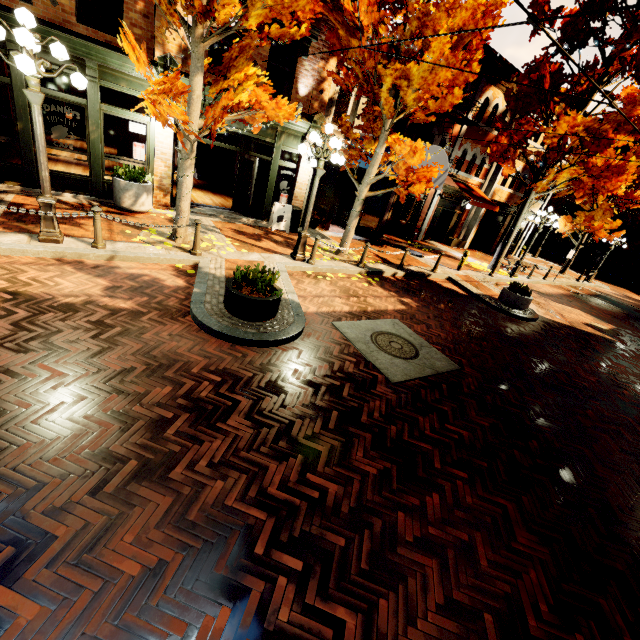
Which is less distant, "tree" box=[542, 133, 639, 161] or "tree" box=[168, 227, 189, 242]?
"tree" box=[168, 227, 189, 242]

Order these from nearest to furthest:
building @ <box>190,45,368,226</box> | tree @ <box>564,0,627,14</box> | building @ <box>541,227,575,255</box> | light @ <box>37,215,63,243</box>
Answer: light @ <box>37,215,63,243</box> → building @ <box>190,45,368,226</box> → tree @ <box>564,0,627,14</box> → building @ <box>541,227,575,255</box>

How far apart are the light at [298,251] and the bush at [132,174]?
4.7m

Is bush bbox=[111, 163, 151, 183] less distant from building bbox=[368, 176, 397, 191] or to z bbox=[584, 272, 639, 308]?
building bbox=[368, 176, 397, 191]

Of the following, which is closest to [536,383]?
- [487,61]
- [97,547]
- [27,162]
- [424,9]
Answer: [97,547]

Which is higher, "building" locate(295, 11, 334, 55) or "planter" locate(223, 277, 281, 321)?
"building" locate(295, 11, 334, 55)

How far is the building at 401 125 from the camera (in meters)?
14.12

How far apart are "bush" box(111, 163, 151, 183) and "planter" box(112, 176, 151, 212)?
0.02m
